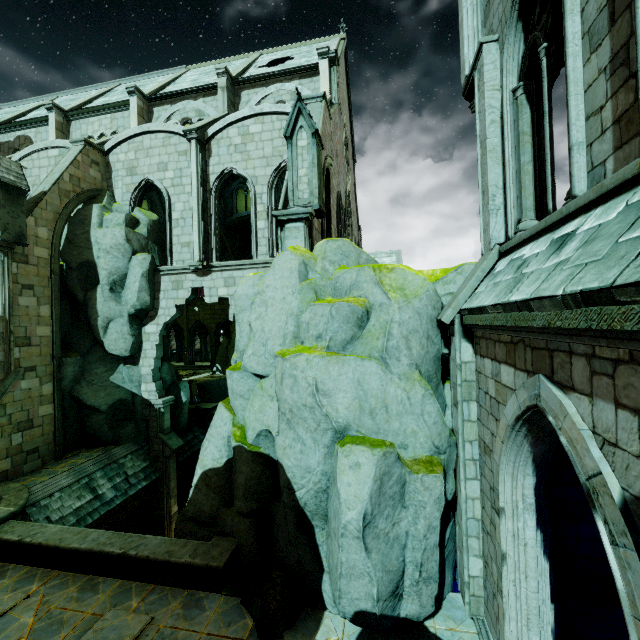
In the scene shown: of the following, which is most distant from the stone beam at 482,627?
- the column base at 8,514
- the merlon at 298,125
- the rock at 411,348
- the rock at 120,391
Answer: the rock at 120,391

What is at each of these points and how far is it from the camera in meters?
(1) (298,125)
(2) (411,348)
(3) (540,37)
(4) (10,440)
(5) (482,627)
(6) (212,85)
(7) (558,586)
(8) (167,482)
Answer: (1) merlon, 9.7
(2) rock, 6.8
(3) building, 5.1
(4) buttress, 12.1
(5) stone beam, 6.3
(6) building, 19.1
(7) column base, 5.7
(8) stone column, 15.7

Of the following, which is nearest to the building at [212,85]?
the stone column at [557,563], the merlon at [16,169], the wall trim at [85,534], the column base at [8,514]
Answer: the stone column at [557,563]

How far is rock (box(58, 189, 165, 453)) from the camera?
14.6m

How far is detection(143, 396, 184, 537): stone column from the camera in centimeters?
1559cm

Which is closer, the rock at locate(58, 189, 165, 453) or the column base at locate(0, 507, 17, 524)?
the column base at locate(0, 507, 17, 524)

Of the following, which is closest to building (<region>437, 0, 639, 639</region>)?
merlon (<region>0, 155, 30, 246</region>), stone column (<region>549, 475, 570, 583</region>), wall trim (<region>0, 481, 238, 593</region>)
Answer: stone column (<region>549, 475, 570, 583</region>)

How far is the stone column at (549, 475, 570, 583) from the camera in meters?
6.1 m
